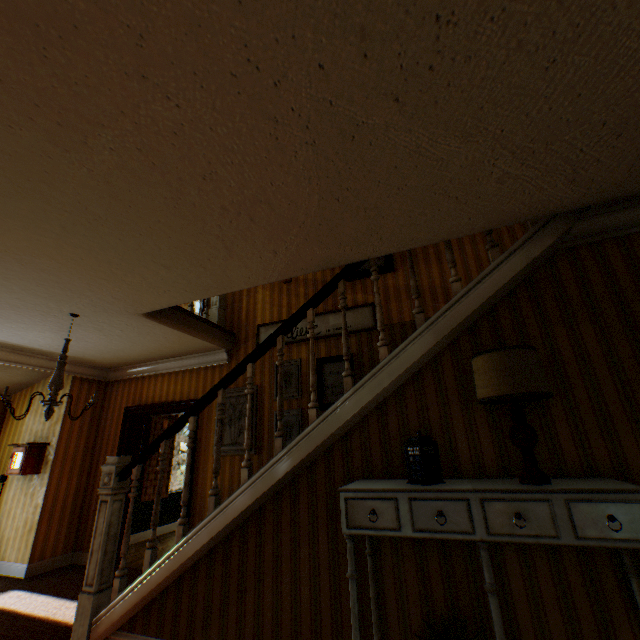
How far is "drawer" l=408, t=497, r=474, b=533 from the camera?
1.75m

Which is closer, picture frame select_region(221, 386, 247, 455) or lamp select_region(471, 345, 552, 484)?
lamp select_region(471, 345, 552, 484)

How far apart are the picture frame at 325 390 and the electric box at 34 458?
4.71m

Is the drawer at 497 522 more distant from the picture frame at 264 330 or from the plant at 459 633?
the picture frame at 264 330

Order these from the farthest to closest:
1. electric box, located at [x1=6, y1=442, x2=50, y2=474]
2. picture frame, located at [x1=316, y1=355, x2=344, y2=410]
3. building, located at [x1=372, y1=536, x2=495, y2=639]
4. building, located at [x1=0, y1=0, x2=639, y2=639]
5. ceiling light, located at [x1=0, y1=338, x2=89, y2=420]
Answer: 1. electric box, located at [x1=6, y1=442, x2=50, y2=474]
2. picture frame, located at [x1=316, y1=355, x2=344, y2=410]
3. ceiling light, located at [x1=0, y1=338, x2=89, y2=420]
4. building, located at [x1=372, y1=536, x2=495, y2=639]
5. building, located at [x1=0, y1=0, x2=639, y2=639]

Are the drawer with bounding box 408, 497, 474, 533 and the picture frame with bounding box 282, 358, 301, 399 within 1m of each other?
no

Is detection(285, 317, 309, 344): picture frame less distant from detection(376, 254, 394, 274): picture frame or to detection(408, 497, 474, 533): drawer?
detection(376, 254, 394, 274): picture frame

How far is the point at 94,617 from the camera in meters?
2.9
